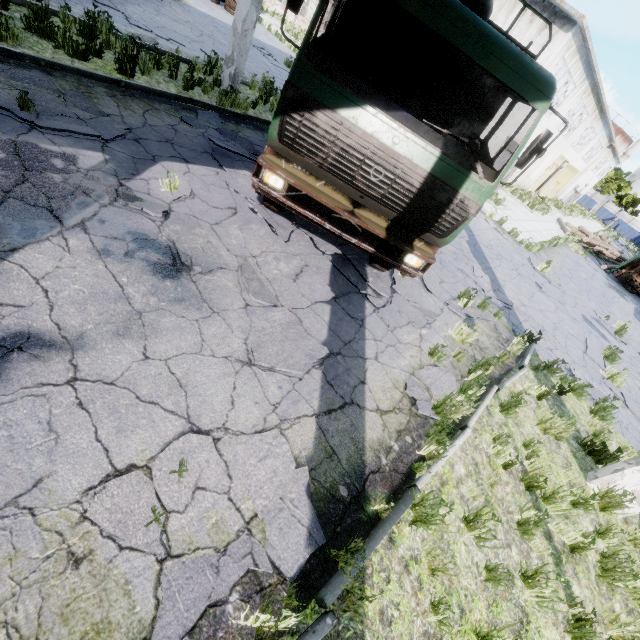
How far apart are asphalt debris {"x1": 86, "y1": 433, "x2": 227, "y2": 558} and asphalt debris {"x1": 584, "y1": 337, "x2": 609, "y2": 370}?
9.19m

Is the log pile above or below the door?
below

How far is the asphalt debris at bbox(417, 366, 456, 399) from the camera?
4.9m

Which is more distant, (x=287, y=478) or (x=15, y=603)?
(x=287, y=478)

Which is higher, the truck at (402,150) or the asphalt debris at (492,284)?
the truck at (402,150)

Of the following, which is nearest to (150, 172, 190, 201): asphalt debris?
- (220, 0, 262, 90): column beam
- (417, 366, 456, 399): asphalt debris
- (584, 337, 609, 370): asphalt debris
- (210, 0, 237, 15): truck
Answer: (417, 366, 456, 399): asphalt debris

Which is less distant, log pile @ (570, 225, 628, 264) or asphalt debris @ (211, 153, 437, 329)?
asphalt debris @ (211, 153, 437, 329)

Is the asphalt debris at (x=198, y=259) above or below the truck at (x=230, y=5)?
below
